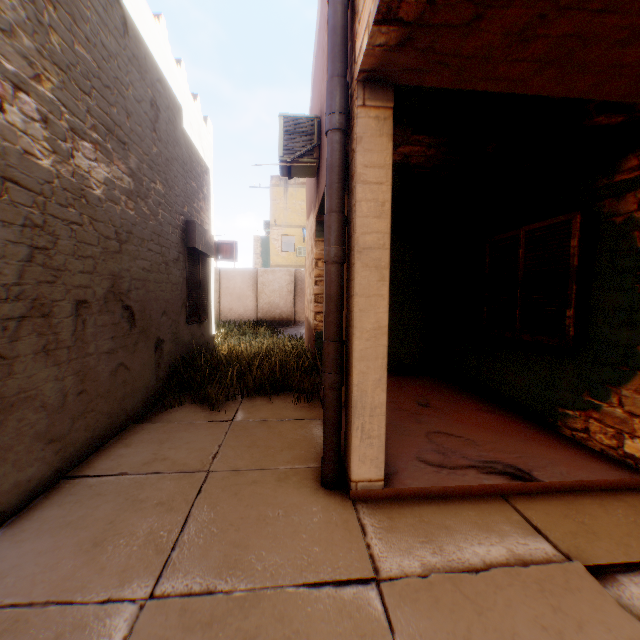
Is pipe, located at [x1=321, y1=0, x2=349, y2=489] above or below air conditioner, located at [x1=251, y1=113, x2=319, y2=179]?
below

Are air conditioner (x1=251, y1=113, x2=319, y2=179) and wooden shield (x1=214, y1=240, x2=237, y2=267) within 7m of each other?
no

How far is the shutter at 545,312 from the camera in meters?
3.7 m

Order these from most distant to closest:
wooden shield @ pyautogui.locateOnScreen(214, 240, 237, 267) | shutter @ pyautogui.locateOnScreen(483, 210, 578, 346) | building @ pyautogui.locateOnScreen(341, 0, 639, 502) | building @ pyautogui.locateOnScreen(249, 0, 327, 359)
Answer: wooden shield @ pyautogui.locateOnScreen(214, 240, 237, 267) < building @ pyautogui.locateOnScreen(249, 0, 327, 359) < shutter @ pyautogui.locateOnScreen(483, 210, 578, 346) < building @ pyautogui.locateOnScreen(341, 0, 639, 502)

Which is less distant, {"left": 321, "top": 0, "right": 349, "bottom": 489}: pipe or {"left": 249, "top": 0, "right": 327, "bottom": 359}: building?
{"left": 321, "top": 0, "right": 349, "bottom": 489}: pipe

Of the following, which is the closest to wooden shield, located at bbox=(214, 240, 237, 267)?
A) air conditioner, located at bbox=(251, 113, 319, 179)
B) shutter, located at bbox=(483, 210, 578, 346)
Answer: air conditioner, located at bbox=(251, 113, 319, 179)

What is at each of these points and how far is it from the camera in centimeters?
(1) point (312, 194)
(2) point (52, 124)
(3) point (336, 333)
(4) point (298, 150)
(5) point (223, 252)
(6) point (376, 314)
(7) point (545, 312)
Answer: (1) building, 776cm
(2) building, 287cm
(3) pipe, 280cm
(4) air conditioner, 573cm
(5) wooden shield, 1803cm
(6) building, 265cm
(7) shutter, 401cm

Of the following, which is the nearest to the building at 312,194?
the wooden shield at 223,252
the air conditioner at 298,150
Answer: the air conditioner at 298,150
